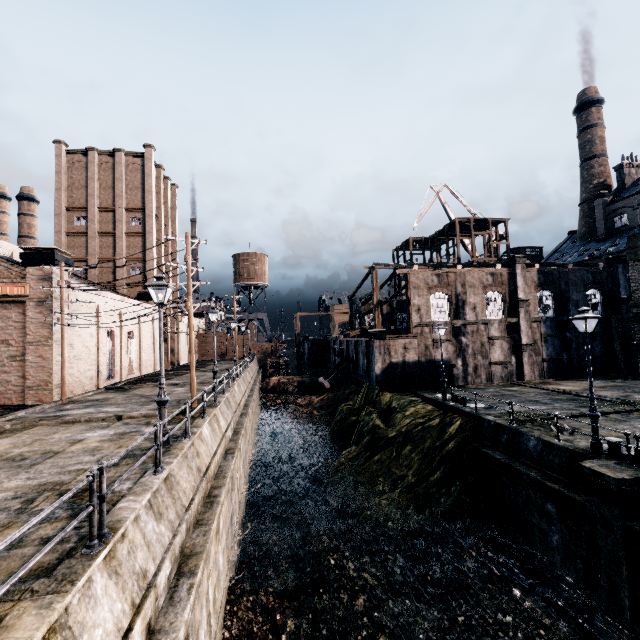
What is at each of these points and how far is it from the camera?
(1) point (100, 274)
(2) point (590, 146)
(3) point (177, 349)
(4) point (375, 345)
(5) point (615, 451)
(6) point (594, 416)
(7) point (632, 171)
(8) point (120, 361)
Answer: (1) building, 41.0m
(2) chimney, 53.5m
(3) building, 50.7m
(4) building, 30.2m
(5) bollard, 12.8m
(6) street light, 12.9m
(7) chimney, 48.2m
(8) building, 31.1m

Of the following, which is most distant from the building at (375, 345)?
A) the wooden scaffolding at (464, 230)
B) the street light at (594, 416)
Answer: the street light at (594, 416)

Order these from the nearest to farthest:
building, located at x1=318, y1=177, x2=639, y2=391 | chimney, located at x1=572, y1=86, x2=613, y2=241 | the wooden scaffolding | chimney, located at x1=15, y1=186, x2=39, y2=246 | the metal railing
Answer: the metal railing < building, located at x1=318, y1=177, x2=639, y2=391 < the wooden scaffolding < chimney, located at x1=572, y1=86, x2=613, y2=241 < chimney, located at x1=15, y1=186, x2=39, y2=246

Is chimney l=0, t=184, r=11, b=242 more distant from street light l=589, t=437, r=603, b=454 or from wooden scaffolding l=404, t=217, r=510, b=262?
street light l=589, t=437, r=603, b=454

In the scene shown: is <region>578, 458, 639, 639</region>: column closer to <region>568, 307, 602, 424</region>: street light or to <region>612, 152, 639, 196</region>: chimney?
<region>568, 307, 602, 424</region>: street light

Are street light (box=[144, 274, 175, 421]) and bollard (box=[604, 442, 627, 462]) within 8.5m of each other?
no

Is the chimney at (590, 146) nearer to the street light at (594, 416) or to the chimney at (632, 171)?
the chimney at (632, 171)

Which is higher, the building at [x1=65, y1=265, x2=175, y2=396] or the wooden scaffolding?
the wooden scaffolding
